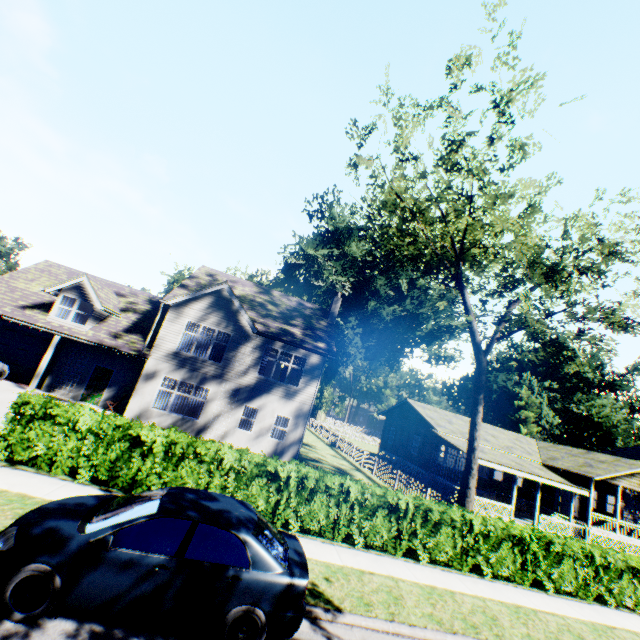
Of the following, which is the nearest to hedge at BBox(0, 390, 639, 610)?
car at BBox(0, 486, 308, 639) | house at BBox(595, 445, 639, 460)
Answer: car at BBox(0, 486, 308, 639)

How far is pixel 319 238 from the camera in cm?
5959

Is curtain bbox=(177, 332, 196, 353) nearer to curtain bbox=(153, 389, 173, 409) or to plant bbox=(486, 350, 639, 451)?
curtain bbox=(153, 389, 173, 409)

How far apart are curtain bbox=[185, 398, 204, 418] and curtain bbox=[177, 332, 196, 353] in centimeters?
220cm

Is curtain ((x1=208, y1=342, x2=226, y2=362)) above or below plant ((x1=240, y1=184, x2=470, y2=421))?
below

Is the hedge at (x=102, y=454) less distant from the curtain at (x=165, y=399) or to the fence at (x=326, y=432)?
the fence at (x=326, y=432)

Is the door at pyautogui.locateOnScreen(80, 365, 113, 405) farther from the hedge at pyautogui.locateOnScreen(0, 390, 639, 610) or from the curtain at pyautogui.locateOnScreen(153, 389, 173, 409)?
the hedge at pyautogui.locateOnScreen(0, 390, 639, 610)

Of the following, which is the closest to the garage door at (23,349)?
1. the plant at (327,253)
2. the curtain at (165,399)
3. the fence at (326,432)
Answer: the curtain at (165,399)
